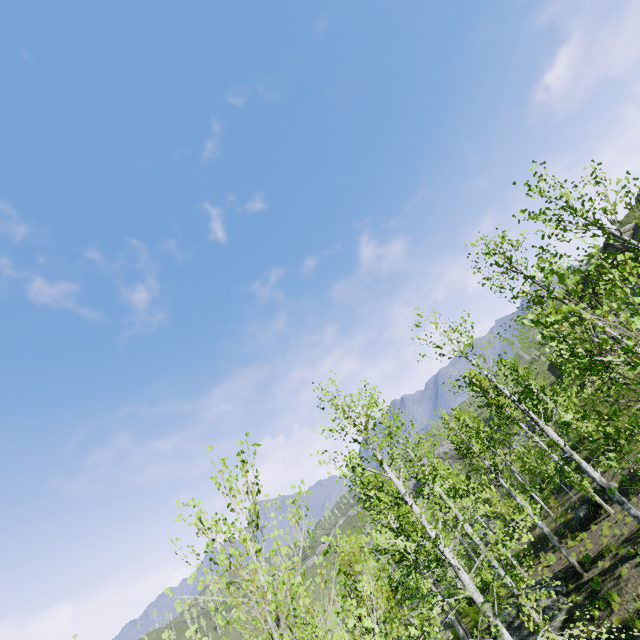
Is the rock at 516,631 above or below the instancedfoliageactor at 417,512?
below

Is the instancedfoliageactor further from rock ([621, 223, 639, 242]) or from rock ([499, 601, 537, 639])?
rock ([621, 223, 639, 242])

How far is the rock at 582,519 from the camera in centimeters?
1839cm

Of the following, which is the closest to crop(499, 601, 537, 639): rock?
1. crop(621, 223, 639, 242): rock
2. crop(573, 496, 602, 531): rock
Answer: crop(573, 496, 602, 531): rock

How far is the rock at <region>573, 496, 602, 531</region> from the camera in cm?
1839

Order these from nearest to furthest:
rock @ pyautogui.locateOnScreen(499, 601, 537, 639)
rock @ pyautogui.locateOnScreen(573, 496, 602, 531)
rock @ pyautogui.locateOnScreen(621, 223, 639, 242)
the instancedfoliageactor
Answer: the instancedfoliageactor → rock @ pyautogui.locateOnScreen(499, 601, 537, 639) → rock @ pyautogui.locateOnScreen(573, 496, 602, 531) → rock @ pyautogui.locateOnScreen(621, 223, 639, 242)

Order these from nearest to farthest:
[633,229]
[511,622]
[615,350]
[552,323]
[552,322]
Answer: [615,350] < [552,323] < [552,322] < [511,622] < [633,229]

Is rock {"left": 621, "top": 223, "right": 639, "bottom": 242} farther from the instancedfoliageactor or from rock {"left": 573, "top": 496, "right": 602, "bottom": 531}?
the instancedfoliageactor
